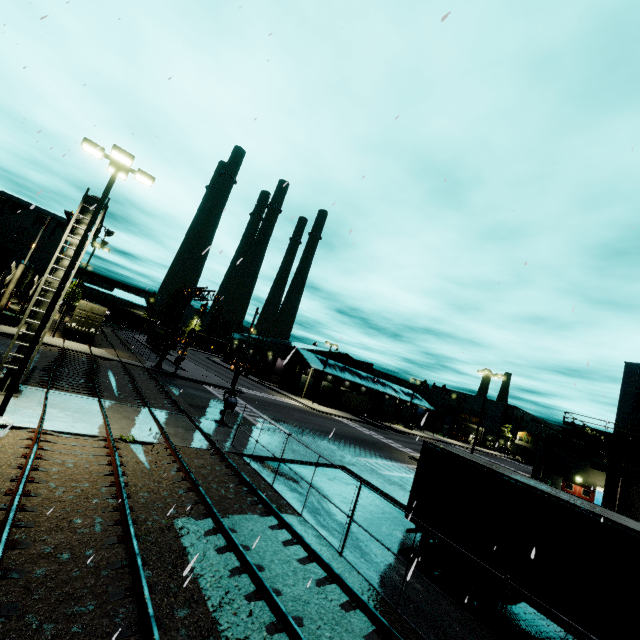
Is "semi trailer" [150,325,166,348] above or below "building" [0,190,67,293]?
below

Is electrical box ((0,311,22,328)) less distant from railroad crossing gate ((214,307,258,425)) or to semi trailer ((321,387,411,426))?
semi trailer ((321,387,411,426))

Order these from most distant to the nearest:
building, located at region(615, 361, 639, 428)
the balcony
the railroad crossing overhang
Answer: building, located at region(615, 361, 639, 428) → the balcony → the railroad crossing overhang

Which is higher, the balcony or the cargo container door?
the balcony

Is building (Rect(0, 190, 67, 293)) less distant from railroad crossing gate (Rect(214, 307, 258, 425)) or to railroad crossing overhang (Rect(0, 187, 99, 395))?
railroad crossing gate (Rect(214, 307, 258, 425))

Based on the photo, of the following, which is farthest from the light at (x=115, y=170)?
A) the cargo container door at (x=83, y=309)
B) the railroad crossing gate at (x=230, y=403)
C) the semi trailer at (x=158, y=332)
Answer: the cargo container door at (x=83, y=309)

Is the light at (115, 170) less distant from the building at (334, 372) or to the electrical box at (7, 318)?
the building at (334, 372)

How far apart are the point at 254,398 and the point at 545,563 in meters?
31.5 m
